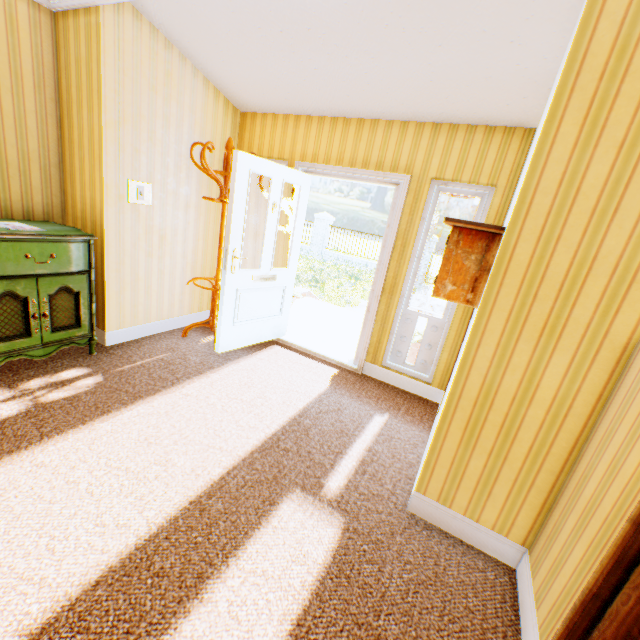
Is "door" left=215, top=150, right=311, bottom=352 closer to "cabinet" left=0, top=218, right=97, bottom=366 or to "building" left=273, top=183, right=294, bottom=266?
"building" left=273, top=183, right=294, bottom=266

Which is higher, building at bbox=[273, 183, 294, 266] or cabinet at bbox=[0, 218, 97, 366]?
building at bbox=[273, 183, 294, 266]

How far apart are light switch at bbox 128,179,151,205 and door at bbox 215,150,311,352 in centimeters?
91cm

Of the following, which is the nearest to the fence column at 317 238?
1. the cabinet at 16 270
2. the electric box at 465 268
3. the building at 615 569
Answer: the building at 615 569

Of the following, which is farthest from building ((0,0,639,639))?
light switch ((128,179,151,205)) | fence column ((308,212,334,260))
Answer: fence column ((308,212,334,260))

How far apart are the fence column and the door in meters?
13.5

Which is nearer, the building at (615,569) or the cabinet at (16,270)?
the building at (615,569)

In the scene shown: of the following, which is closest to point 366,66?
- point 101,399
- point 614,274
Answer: point 614,274
